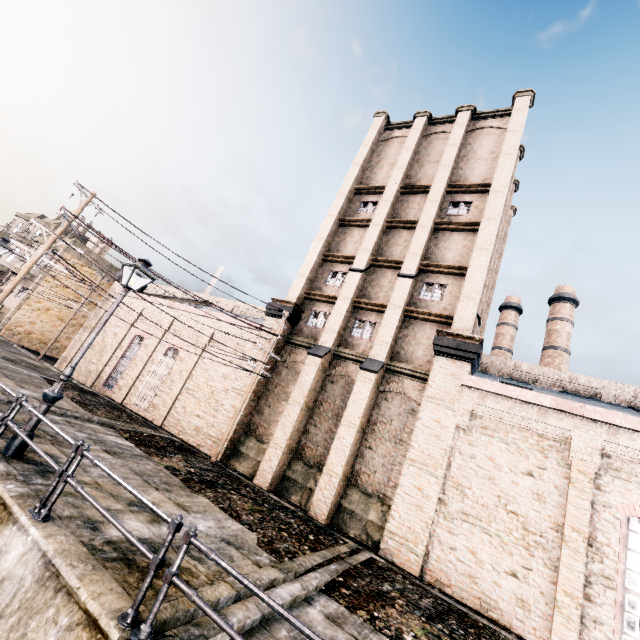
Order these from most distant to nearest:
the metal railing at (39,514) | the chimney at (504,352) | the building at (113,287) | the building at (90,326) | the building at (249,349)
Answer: the chimney at (504,352)
the building at (113,287)
the building at (90,326)
the building at (249,349)
the metal railing at (39,514)

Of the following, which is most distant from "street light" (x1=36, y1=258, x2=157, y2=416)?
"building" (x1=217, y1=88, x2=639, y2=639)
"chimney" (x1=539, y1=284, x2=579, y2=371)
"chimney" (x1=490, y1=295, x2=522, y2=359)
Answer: "chimney" (x1=539, y1=284, x2=579, y2=371)

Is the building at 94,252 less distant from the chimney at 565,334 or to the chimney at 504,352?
the chimney at 504,352

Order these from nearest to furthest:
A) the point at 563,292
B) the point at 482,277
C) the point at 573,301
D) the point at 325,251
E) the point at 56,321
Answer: the point at 482,277 → the point at 325,251 → the point at 56,321 → the point at 573,301 → the point at 563,292

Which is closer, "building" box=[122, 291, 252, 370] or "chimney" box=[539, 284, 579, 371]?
"building" box=[122, 291, 252, 370]

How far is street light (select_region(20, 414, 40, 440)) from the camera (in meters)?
7.90

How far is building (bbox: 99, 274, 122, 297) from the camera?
29.2m
